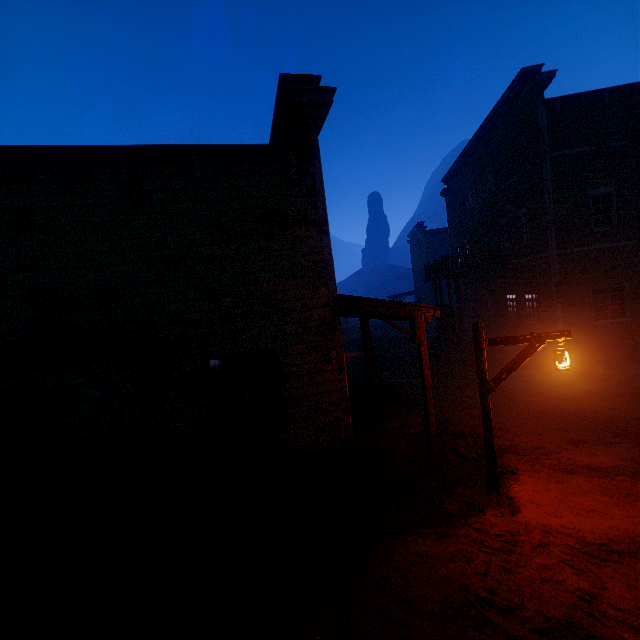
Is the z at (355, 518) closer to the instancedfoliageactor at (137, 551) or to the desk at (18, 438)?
the instancedfoliageactor at (137, 551)

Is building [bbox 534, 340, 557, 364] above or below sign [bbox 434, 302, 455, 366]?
below

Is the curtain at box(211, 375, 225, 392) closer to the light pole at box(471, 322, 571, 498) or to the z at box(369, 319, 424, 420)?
the z at box(369, 319, 424, 420)

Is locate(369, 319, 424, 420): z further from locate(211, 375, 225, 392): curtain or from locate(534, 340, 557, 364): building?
locate(211, 375, 225, 392): curtain

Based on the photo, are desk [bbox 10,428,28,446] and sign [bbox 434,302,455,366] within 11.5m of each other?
no

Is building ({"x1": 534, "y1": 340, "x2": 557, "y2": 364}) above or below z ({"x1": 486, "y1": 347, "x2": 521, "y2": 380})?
above

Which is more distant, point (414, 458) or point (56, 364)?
point (414, 458)

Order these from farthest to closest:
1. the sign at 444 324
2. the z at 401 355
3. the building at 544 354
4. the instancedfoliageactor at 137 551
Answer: the sign at 444 324 < the building at 544 354 < the z at 401 355 < the instancedfoliageactor at 137 551
